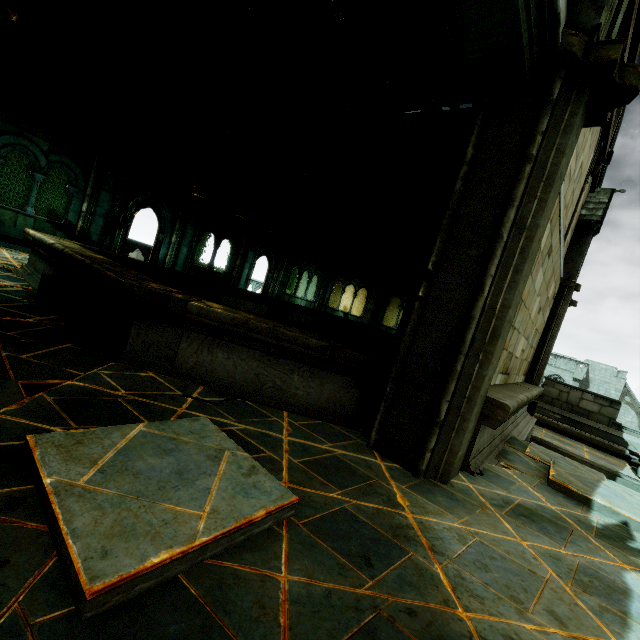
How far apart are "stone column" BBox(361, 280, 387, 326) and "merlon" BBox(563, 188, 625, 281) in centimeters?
813cm

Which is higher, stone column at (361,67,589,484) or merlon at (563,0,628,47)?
merlon at (563,0,628,47)

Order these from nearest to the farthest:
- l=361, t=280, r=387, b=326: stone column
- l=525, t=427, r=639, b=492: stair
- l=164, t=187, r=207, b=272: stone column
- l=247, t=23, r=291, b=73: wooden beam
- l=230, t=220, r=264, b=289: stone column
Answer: l=525, t=427, r=639, b=492: stair
l=247, t=23, r=291, b=73: wooden beam
l=164, t=187, r=207, b=272: stone column
l=230, t=220, r=264, b=289: stone column
l=361, t=280, r=387, b=326: stone column

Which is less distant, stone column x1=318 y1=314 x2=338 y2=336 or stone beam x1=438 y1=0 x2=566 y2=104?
stone beam x1=438 y1=0 x2=566 y2=104

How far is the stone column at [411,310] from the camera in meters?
2.8

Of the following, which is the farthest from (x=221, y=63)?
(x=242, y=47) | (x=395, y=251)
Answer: (x=395, y=251)

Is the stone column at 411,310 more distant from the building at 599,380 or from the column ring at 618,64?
the building at 599,380

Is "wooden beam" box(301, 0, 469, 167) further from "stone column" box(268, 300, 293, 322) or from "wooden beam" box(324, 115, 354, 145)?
"stone column" box(268, 300, 293, 322)
